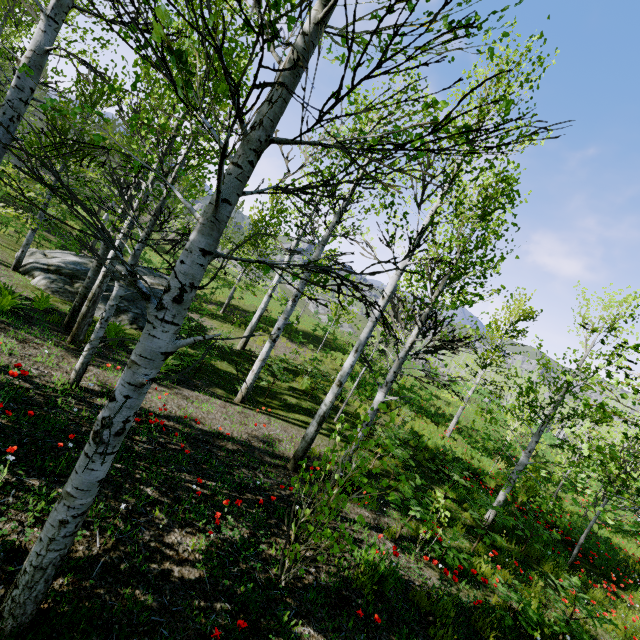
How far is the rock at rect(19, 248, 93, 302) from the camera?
10.6 meters

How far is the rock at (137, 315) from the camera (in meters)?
10.82

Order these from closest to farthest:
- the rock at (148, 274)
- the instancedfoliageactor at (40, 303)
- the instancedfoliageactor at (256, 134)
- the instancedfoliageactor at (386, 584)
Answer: the instancedfoliageactor at (256, 134) < the instancedfoliageactor at (386, 584) < the instancedfoliageactor at (40, 303) < the rock at (148, 274)

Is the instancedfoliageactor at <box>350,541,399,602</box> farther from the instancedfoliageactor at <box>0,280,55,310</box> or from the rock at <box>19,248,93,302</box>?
the rock at <box>19,248,93,302</box>

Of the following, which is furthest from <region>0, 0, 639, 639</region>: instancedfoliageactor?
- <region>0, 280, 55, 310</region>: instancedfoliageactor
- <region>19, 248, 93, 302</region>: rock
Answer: <region>19, 248, 93, 302</region>: rock

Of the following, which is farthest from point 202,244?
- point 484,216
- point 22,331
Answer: point 22,331
